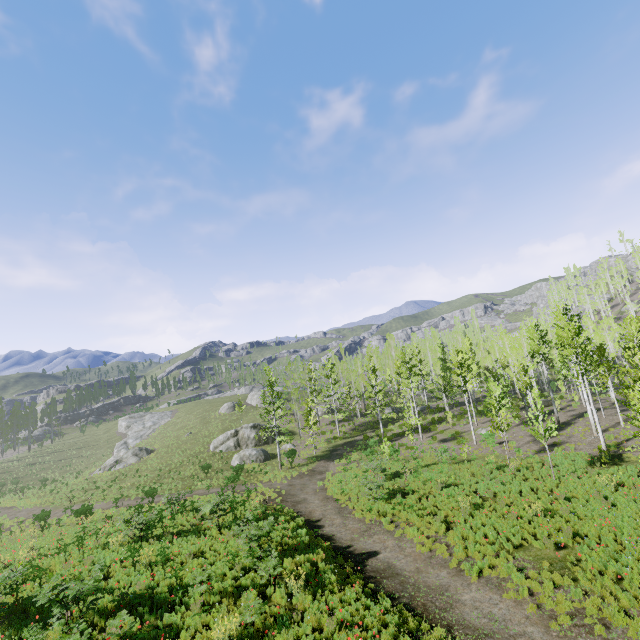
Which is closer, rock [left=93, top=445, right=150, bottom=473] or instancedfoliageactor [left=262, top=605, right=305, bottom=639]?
instancedfoliageactor [left=262, top=605, right=305, bottom=639]

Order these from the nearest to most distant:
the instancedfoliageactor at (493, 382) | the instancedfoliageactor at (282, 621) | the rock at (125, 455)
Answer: the instancedfoliageactor at (282, 621) → the instancedfoliageactor at (493, 382) → the rock at (125, 455)

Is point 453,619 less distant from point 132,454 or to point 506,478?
point 506,478

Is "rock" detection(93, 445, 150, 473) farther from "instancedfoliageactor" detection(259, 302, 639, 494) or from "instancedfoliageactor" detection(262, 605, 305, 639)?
"instancedfoliageactor" detection(262, 605, 305, 639)

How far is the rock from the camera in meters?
44.6

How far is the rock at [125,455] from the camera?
44.6 meters

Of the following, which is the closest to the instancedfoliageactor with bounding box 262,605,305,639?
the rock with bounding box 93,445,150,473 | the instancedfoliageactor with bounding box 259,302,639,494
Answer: the instancedfoliageactor with bounding box 259,302,639,494
